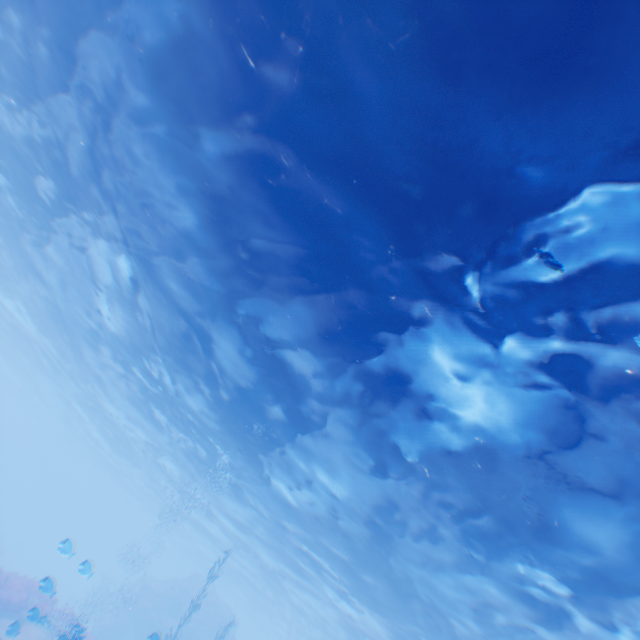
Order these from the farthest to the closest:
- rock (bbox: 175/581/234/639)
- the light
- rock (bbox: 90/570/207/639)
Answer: rock (bbox: 175/581/234/639) → rock (bbox: 90/570/207/639) → the light

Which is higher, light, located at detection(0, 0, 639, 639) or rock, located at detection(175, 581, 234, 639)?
light, located at detection(0, 0, 639, 639)

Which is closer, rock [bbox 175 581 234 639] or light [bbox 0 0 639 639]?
light [bbox 0 0 639 639]

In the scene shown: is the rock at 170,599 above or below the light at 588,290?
below

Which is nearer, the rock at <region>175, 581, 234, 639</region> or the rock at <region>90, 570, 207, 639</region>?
the rock at <region>90, 570, 207, 639</region>

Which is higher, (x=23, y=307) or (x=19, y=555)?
(x=23, y=307)

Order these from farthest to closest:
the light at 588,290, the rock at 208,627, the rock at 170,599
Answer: the rock at 208,627
the rock at 170,599
the light at 588,290
